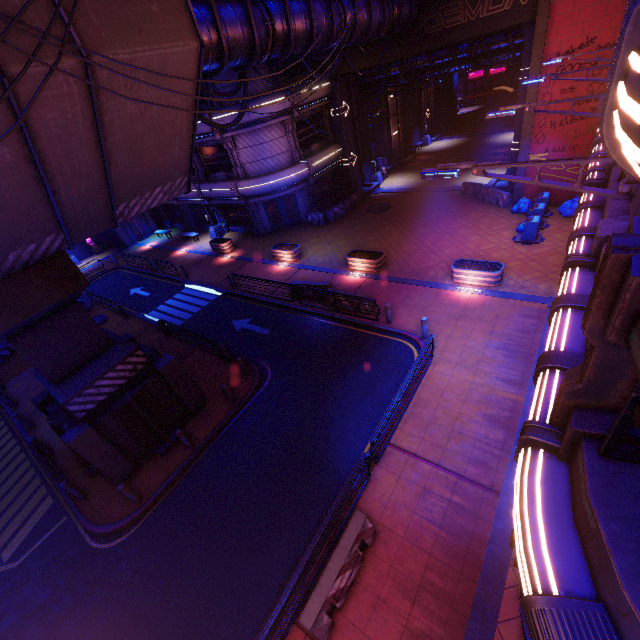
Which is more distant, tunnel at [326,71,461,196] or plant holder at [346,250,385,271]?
tunnel at [326,71,461,196]

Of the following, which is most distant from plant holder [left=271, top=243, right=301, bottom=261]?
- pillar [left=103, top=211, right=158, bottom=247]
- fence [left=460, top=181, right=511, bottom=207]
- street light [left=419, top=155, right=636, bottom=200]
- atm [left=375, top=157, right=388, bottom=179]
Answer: pillar [left=103, top=211, right=158, bottom=247]

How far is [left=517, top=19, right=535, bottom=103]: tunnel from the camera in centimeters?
1731cm

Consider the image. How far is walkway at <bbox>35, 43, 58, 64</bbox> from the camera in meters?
5.6 m

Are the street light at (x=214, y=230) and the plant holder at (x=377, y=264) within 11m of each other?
no

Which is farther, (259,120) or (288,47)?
(259,120)

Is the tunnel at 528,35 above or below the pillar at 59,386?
above

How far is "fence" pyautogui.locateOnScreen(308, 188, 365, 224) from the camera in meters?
26.1
